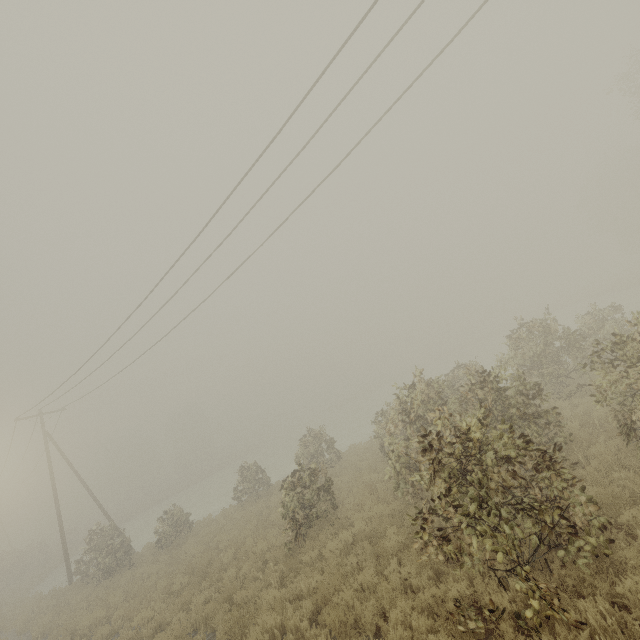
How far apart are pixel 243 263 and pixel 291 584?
10.5m
